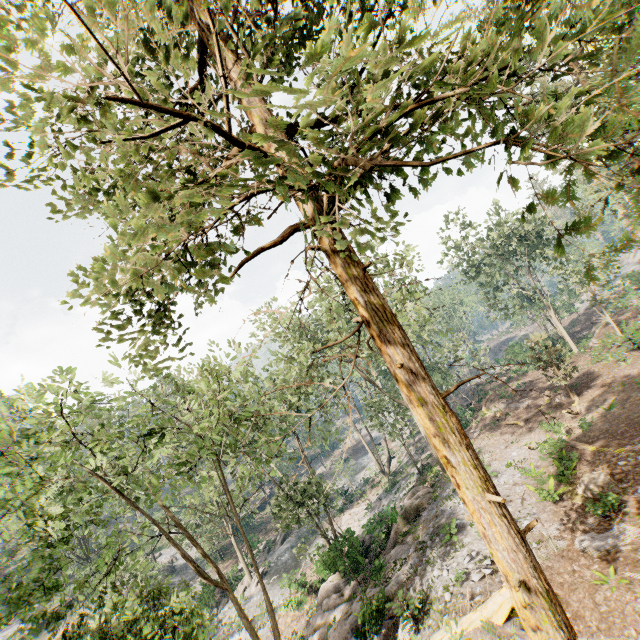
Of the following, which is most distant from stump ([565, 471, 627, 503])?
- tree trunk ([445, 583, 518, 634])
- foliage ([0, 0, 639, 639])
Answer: tree trunk ([445, 583, 518, 634])

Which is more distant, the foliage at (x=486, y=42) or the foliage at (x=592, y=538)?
the foliage at (x=592, y=538)

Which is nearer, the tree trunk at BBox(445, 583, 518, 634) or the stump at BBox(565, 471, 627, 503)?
the tree trunk at BBox(445, 583, 518, 634)

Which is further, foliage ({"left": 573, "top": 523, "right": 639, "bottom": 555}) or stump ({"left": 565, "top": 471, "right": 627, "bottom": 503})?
stump ({"left": 565, "top": 471, "right": 627, "bottom": 503})

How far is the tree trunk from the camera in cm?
1099

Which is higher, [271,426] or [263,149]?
[263,149]

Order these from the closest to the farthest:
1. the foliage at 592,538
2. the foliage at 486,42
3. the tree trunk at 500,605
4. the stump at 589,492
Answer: the foliage at 486,42
the tree trunk at 500,605
the foliage at 592,538
the stump at 589,492

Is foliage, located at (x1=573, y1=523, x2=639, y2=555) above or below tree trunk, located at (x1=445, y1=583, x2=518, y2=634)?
below
